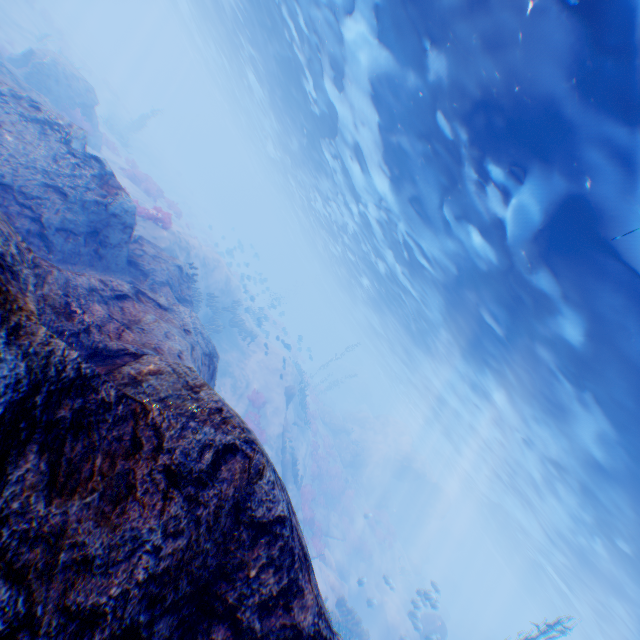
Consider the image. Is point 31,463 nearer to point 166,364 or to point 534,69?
point 166,364

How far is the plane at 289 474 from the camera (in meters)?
17.75

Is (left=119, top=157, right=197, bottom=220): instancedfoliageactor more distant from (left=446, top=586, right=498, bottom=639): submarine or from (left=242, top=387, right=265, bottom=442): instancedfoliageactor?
(left=446, top=586, right=498, bottom=639): submarine

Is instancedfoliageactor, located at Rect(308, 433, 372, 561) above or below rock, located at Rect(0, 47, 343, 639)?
below

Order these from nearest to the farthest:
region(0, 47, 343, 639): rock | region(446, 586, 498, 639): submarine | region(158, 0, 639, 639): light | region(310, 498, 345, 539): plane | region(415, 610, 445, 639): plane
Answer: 1. region(0, 47, 343, 639): rock
2. region(158, 0, 639, 639): light
3. region(415, 610, 445, 639): plane
4. region(310, 498, 345, 539): plane
5. region(446, 586, 498, 639): submarine

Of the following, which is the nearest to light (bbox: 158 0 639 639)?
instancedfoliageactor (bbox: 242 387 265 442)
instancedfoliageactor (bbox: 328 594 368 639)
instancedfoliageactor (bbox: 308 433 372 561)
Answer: instancedfoliageactor (bbox: 328 594 368 639)

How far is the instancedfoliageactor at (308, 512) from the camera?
17.95m

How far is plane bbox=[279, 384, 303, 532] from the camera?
17.75m
